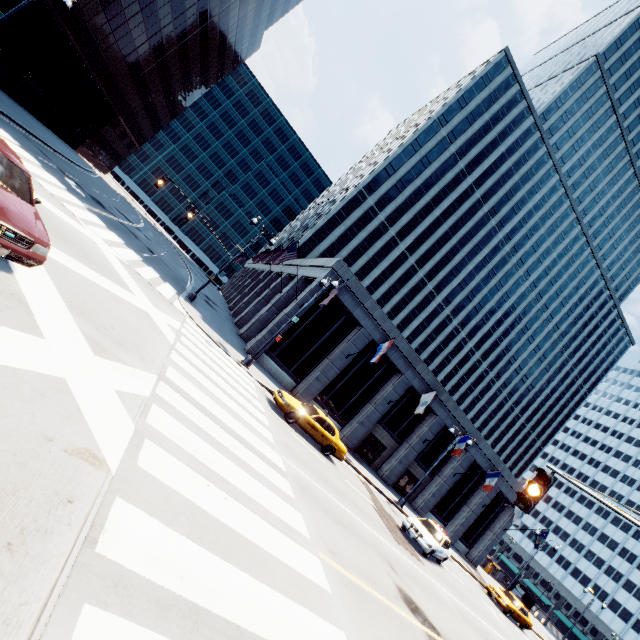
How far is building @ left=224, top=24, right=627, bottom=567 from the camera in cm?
2581

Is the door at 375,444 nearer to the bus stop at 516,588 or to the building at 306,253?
the building at 306,253

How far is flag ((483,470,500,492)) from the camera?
28.8m

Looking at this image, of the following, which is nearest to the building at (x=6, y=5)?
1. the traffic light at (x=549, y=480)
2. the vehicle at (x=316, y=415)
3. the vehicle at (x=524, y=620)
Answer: the vehicle at (x=316, y=415)

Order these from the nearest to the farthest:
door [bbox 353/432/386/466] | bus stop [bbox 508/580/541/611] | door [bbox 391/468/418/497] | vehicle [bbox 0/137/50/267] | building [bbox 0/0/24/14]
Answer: vehicle [bbox 0/137/50/267] → building [bbox 0/0/24/14] → door [bbox 353/432/386/466] → door [bbox 391/468/418/497] → bus stop [bbox 508/580/541/611]

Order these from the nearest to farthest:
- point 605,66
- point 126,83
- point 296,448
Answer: point 296,448 < point 126,83 < point 605,66

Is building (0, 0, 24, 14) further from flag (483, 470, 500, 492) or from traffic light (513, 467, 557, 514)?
flag (483, 470, 500, 492)

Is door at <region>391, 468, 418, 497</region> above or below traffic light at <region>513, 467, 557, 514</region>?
below
